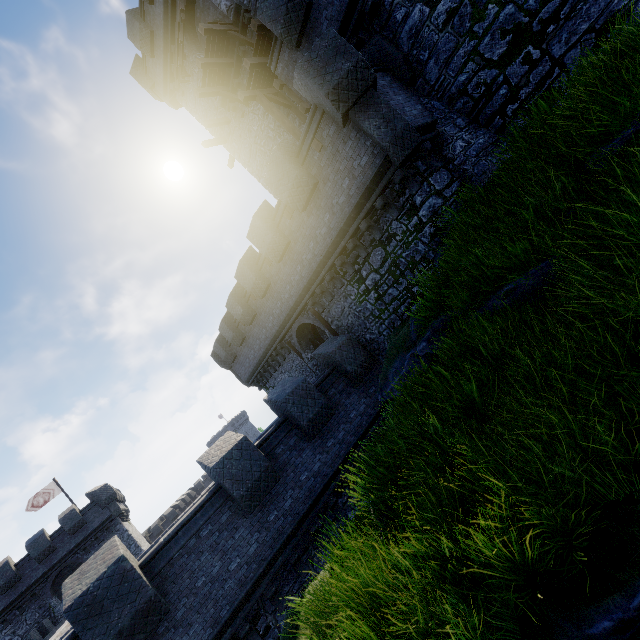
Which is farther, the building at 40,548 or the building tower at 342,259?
the building at 40,548

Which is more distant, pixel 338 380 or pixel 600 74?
pixel 338 380

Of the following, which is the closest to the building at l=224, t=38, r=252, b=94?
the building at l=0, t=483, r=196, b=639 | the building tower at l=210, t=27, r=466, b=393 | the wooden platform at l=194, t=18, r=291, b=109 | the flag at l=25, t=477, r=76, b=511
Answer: the wooden platform at l=194, t=18, r=291, b=109

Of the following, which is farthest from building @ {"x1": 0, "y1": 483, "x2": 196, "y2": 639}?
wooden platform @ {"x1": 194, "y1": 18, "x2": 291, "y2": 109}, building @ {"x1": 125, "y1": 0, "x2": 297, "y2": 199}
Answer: wooden platform @ {"x1": 194, "y1": 18, "x2": 291, "y2": 109}

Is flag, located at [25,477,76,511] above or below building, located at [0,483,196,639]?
above

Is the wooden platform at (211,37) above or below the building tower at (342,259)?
above

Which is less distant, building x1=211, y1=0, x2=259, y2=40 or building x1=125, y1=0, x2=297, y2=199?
building x1=211, y1=0, x2=259, y2=40

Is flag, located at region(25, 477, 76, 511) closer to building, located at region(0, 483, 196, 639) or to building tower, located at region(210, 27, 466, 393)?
building, located at region(0, 483, 196, 639)
